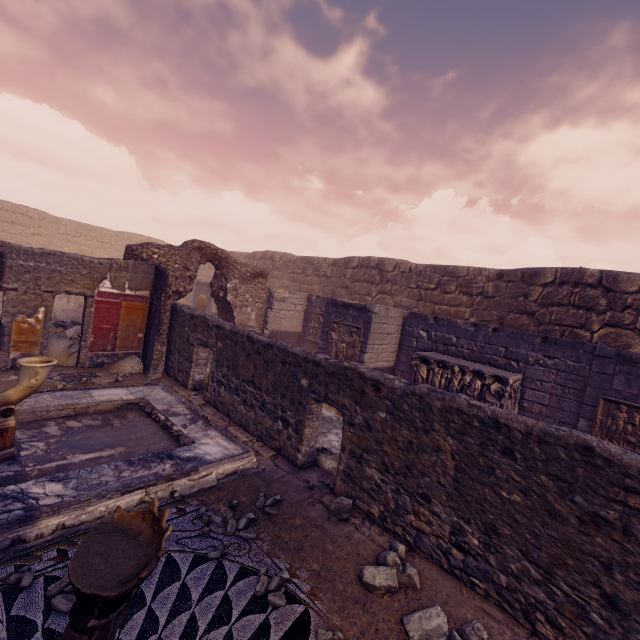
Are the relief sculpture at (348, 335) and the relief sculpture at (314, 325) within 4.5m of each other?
yes

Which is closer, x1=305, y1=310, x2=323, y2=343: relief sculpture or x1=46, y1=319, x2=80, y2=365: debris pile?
x1=46, y1=319, x2=80, y2=365: debris pile

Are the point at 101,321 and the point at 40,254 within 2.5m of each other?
yes

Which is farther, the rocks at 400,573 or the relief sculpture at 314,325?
the relief sculpture at 314,325

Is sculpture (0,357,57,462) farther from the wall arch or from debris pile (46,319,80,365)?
the wall arch

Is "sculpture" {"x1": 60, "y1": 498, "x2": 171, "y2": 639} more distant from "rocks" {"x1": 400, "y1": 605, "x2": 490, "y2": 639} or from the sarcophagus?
the sarcophagus

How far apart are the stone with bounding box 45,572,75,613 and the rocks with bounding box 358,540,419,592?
2.38m

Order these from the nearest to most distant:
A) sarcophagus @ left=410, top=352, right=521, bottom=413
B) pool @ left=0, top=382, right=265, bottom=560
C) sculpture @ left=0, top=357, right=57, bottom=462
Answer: pool @ left=0, top=382, right=265, bottom=560
sculpture @ left=0, top=357, right=57, bottom=462
sarcophagus @ left=410, top=352, right=521, bottom=413
